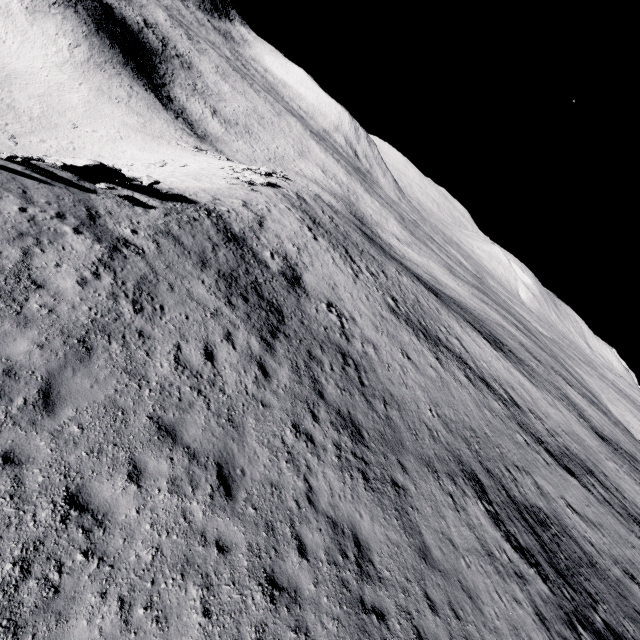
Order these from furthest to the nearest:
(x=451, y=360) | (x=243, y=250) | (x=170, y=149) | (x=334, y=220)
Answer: (x=170, y=149) < (x=334, y=220) < (x=451, y=360) < (x=243, y=250)
